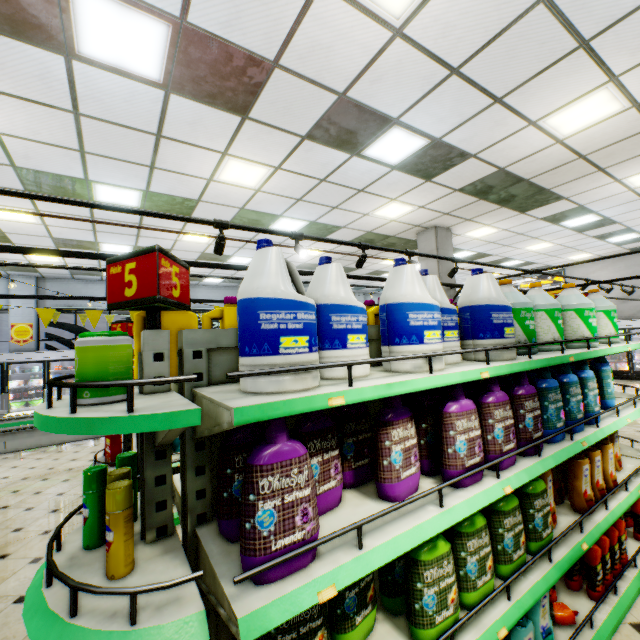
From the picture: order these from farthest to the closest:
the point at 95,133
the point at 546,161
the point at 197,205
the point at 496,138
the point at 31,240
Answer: the point at 31,240, the point at 197,205, the point at 546,161, the point at 496,138, the point at 95,133

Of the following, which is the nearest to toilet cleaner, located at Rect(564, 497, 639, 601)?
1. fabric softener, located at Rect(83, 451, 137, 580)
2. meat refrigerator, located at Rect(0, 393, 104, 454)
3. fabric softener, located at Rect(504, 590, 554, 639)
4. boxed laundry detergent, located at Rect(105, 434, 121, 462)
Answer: fabric softener, located at Rect(504, 590, 554, 639)

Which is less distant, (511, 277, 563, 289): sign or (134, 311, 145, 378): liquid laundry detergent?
(134, 311, 145, 378): liquid laundry detergent

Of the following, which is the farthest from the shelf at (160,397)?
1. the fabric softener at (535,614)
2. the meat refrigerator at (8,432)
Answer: the meat refrigerator at (8,432)

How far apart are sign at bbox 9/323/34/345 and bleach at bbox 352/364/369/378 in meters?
13.9 m

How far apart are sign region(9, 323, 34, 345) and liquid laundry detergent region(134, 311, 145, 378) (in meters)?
13.23

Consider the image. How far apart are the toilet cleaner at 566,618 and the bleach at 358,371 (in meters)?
2.01

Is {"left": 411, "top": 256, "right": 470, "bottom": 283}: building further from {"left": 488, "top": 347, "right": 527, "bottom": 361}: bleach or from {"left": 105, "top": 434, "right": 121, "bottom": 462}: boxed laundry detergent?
{"left": 488, "top": 347, "right": 527, "bottom": 361}: bleach
